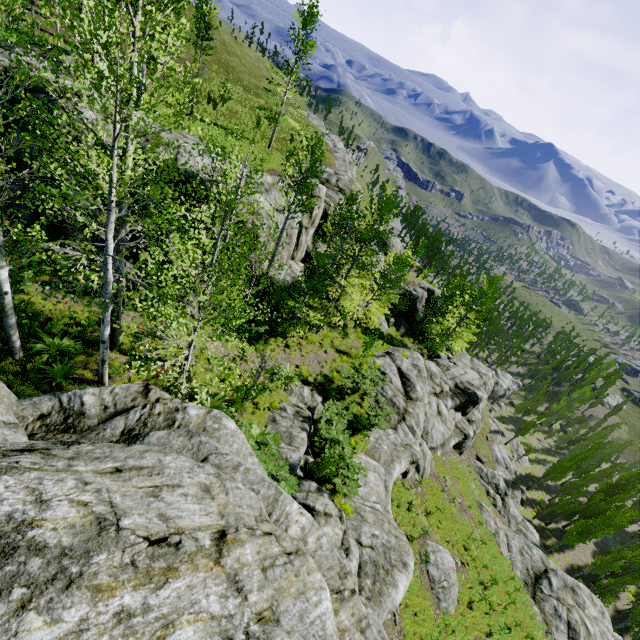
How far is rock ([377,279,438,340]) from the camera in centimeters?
3567cm

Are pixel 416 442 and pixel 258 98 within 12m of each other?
no

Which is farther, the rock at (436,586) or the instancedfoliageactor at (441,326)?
the instancedfoliageactor at (441,326)

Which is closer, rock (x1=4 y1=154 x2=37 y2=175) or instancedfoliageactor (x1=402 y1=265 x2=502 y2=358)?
rock (x1=4 y1=154 x2=37 y2=175)

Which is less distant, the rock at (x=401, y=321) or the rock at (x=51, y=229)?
the rock at (x=51, y=229)
